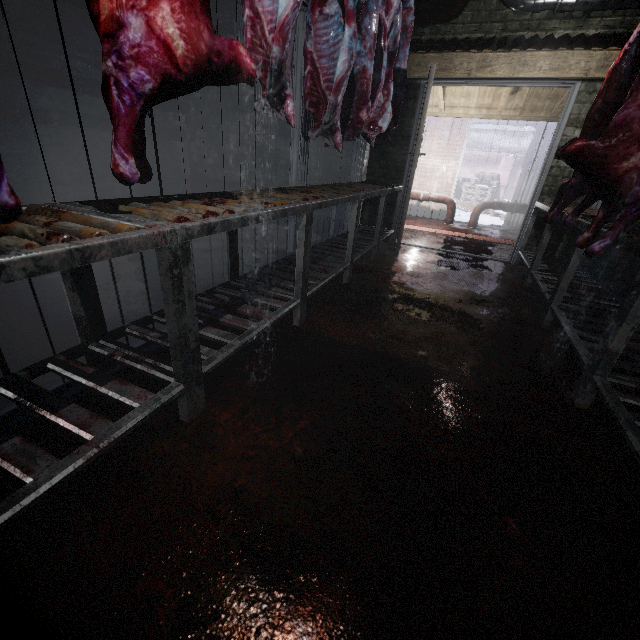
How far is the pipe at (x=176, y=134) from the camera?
4.6 meters

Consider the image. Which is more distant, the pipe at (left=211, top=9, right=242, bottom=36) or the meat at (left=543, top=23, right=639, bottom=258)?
the pipe at (left=211, top=9, right=242, bottom=36)

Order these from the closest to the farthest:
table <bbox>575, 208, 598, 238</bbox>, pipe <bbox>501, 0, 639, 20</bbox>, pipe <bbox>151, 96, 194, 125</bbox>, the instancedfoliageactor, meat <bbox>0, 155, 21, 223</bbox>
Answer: meat <bbox>0, 155, 21, 223</bbox> → table <bbox>575, 208, 598, 238</bbox> → pipe <bbox>501, 0, 639, 20</bbox> → pipe <bbox>151, 96, 194, 125</bbox> → the instancedfoliageactor

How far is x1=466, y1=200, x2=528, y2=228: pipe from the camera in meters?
6.2 m

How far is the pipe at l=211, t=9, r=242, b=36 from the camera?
4.1 meters

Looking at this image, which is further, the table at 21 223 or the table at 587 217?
the table at 587 217

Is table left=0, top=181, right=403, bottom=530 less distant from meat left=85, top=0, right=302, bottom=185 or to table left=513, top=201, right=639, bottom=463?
meat left=85, top=0, right=302, bottom=185

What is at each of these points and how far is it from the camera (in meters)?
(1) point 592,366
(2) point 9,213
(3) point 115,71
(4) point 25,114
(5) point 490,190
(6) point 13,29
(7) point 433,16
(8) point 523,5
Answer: (1) table, 1.58
(2) meat, 0.72
(3) meat, 0.90
(4) pipe, 3.30
(5) instancedfoliageactor, 11.49
(6) pipe, 3.08
(7) pipe, 3.42
(8) pipe, 3.08
